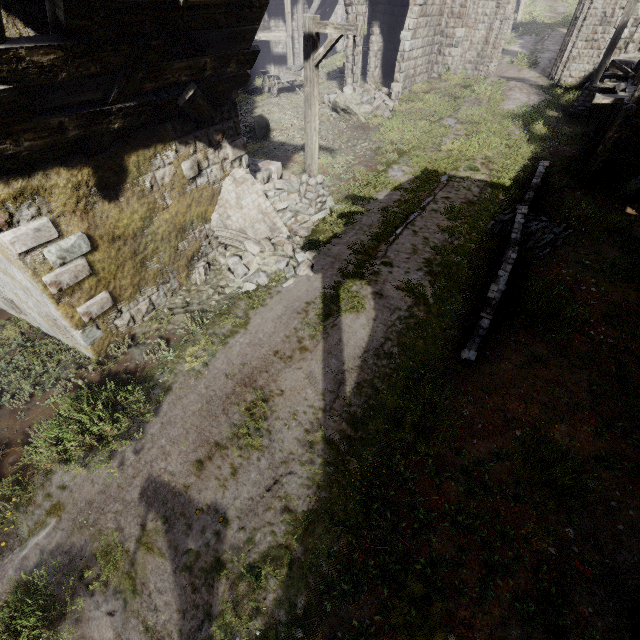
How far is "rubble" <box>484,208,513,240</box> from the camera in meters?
9.3 m

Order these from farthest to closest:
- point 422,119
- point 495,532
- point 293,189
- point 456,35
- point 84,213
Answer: point 456,35 < point 422,119 < point 293,189 < point 84,213 < point 495,532

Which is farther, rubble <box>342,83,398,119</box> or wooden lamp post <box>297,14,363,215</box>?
rubble <box>342,83,398,119</box>

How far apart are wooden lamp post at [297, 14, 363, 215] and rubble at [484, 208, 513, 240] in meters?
4.9 m

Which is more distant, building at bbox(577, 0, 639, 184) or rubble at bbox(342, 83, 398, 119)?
rubble at bbox(342, 83, 398, 119)

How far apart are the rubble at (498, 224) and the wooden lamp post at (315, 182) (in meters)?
4.89

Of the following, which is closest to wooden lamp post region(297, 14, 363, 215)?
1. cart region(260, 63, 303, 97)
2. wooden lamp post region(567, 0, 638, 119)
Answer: wooden lamp post region(567, 0, 638, 119)

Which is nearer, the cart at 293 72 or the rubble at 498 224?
the rubble at 498 224
